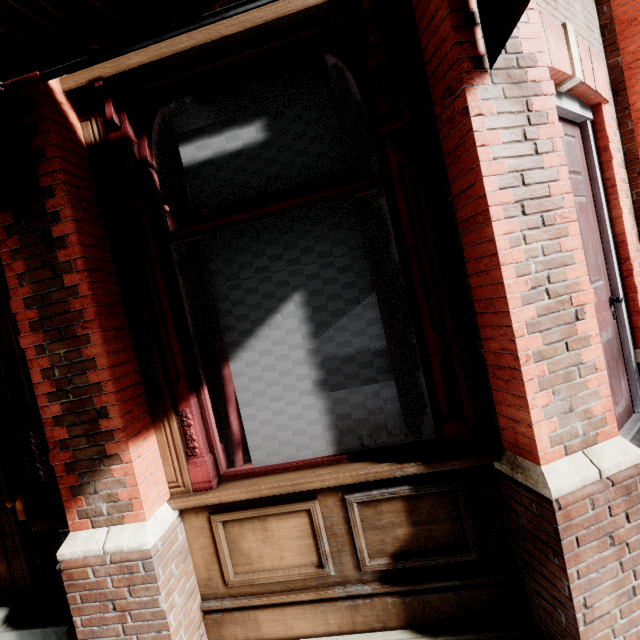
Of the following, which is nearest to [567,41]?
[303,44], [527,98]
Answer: [527,98]

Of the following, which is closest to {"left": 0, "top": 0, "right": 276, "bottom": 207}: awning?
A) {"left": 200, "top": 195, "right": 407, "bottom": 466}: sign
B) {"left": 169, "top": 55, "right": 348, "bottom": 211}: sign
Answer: {"left": 169, "top": 55, "right": 348, "bottom": 211}: sign

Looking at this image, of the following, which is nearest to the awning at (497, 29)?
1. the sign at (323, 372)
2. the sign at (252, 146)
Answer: the sign at (252, 146)

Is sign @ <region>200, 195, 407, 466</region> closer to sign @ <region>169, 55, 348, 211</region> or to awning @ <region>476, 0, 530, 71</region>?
sign @ <region>169, 55, 348, 211</region>

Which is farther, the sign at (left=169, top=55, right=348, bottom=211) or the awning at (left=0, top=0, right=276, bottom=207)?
the sign at (left=169, top=55, right=348, bottom=211)

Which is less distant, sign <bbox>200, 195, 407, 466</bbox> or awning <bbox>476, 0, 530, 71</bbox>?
awning <bbox>476, 0, 530, 71</bbox>
